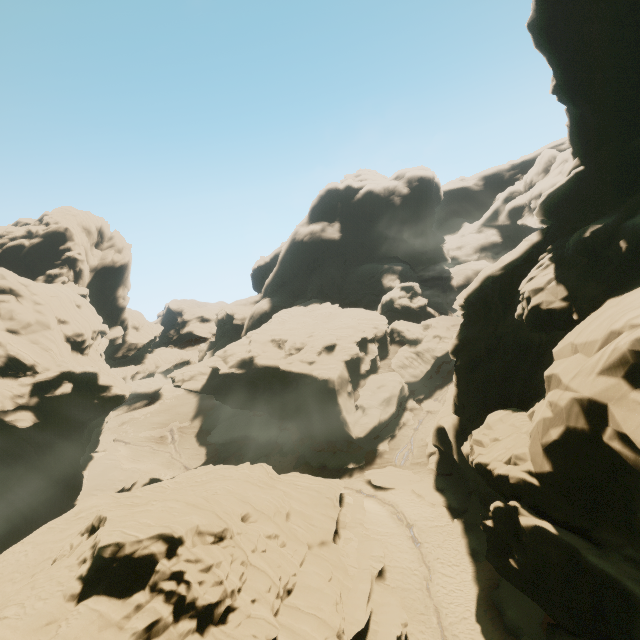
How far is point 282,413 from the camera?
46.2m
